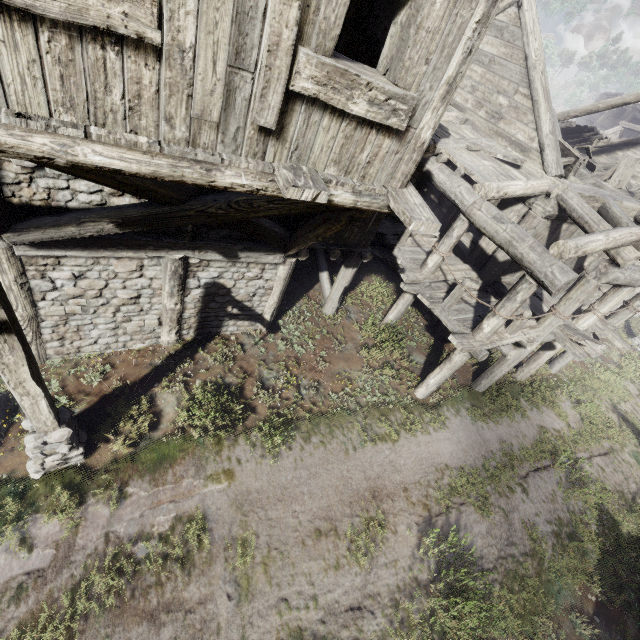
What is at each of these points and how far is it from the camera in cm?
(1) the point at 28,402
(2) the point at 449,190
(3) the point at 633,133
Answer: (1) wooden lamp post, 436
(2) building, 850
(3) building, 3628

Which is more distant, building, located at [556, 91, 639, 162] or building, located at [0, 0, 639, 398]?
building, located at [556, 91, 639, 162]

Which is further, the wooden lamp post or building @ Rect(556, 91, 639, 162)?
building @ Rect(556, 91, 639, 162)

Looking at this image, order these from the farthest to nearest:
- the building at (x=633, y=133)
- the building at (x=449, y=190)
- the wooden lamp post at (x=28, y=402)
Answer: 1. the building at (x=633, y=133)
2. the wooden lamp post at (x=28, y=402)
3. the building at (x=449, y=190)

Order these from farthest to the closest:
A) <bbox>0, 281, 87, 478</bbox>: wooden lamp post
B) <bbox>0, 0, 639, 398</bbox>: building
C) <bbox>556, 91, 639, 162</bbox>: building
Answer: <bbox>556, 91, 639, 162</bbox>: building, <bbox>0, 281, 87, 478</bbox>: wooden lamp post, <bbox>0, 0, 639, 398</bbox>: building

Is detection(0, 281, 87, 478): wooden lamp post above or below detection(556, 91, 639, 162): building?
below

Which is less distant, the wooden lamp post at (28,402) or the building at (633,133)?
the wooden lamp post at (28,402)
